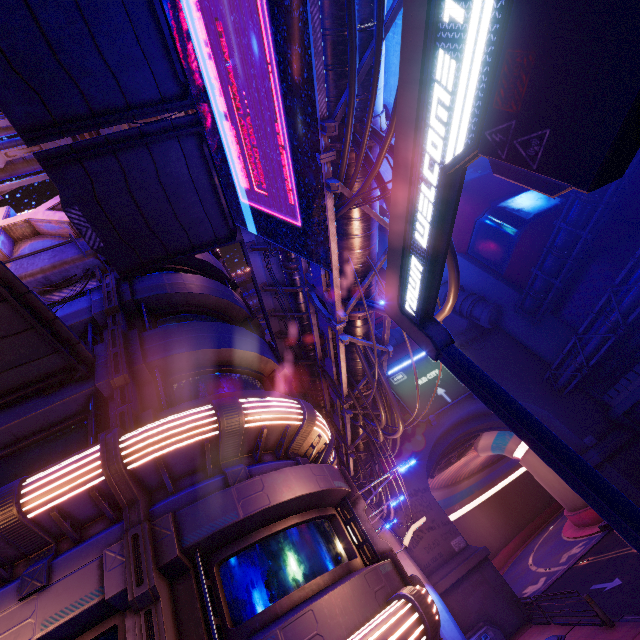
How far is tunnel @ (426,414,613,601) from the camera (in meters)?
28.59

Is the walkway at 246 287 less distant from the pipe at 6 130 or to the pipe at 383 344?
the pipe at 6 130

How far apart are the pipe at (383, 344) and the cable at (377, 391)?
0.0 meters

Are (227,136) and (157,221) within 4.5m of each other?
yes

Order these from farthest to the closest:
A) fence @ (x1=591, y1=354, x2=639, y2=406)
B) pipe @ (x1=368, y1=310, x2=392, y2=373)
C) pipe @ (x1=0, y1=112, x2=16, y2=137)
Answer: fence @ (x1=591, y1=354, x2=639, y2=406) → pipe @ (x1=0, y1=112, x2=16, y2=137) → pipe @ (x1=368, y1=310, x2=392, y2=373)

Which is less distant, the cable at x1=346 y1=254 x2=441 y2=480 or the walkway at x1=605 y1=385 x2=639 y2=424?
the cable at x1=346 y1=254 x2=441 y2=480

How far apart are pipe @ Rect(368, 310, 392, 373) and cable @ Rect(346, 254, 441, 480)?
0.0 meters

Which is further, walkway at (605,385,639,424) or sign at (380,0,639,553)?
walkway at (605,385,639,424)
